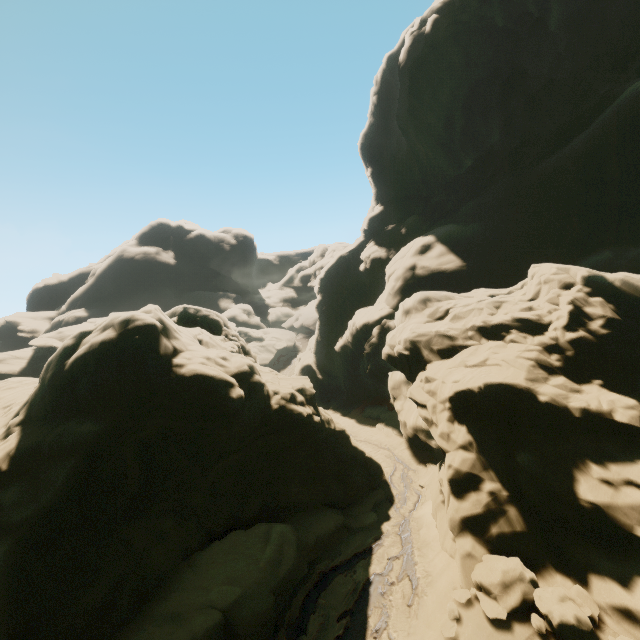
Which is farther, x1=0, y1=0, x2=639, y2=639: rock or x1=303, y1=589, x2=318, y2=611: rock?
x1=303, y1=589, x2=318, y2=611: rock

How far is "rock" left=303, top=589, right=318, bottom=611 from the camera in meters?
11.2

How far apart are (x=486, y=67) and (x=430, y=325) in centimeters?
3044cm

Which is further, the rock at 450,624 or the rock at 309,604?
the rock at 309,604

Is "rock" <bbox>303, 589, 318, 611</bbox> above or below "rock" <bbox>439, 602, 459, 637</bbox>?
below

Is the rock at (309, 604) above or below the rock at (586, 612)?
below
